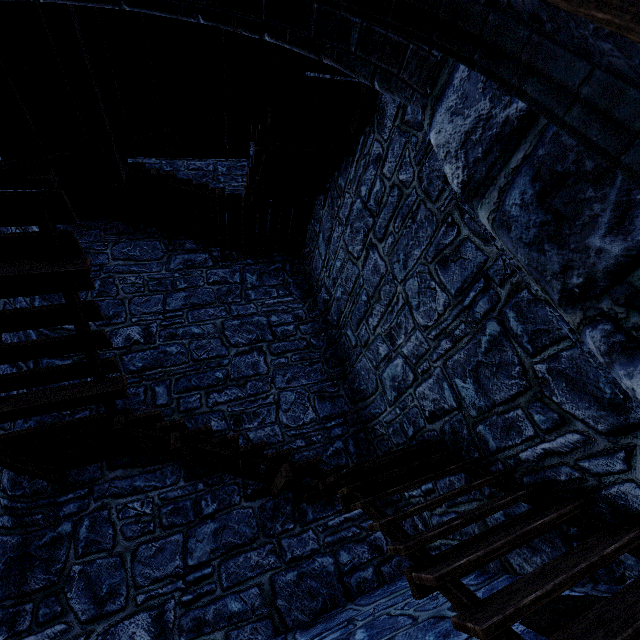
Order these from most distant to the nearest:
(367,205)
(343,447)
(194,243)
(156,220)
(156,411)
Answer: (194,243) < (156,220) < (343,447) < (367,205) < (156,411)
